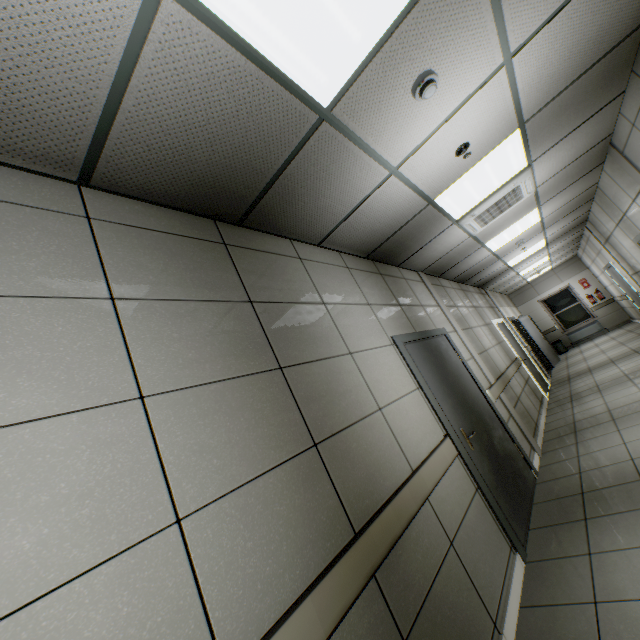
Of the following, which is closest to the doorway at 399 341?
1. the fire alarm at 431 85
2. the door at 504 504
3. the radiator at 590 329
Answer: the door at 504 504

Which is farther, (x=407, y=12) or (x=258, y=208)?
(x=258, y=208)

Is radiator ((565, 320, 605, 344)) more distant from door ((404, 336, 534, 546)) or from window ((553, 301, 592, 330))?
door ((404, 336, 534, 546))

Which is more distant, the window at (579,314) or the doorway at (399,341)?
the window at (579,314)

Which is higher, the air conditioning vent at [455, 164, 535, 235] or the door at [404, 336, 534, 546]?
the air conditioning vent at [455, 164, 535, 235]

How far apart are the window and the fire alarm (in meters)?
15.65

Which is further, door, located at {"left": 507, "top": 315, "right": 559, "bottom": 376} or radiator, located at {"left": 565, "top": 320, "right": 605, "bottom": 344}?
radiator, located at {"left": 565, "top": 320, "right": 605, "bottom": 344}

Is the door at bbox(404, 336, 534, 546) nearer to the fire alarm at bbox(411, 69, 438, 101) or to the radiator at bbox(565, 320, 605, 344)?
the fire alarm at bbox(411, 69, 438, 101)
